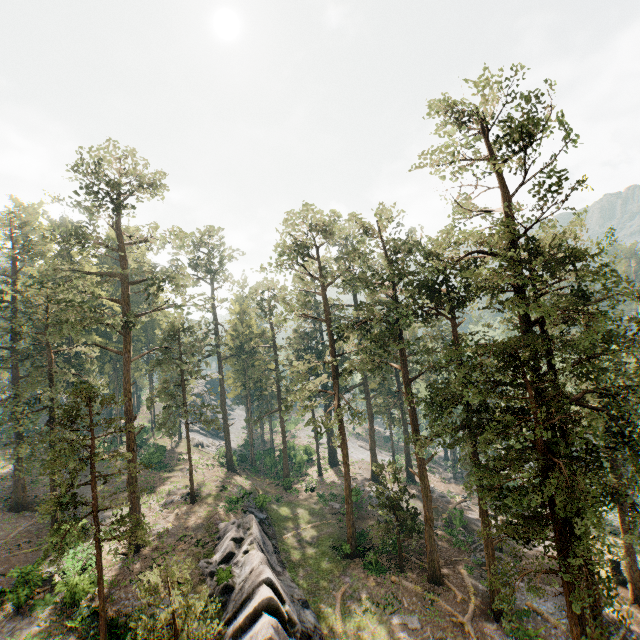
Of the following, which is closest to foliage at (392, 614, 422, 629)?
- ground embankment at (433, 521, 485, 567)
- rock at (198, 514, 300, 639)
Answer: ground embankment at (433, 521, 485, 567)

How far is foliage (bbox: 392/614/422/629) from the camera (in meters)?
21.59

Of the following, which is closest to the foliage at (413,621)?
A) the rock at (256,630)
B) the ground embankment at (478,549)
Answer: the ground embankment at (478,549)

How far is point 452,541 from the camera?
30.64m

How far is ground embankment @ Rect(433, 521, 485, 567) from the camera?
28.08m

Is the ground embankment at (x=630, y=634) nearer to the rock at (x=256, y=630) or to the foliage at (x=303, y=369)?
the foliage at (x=303, y=369)

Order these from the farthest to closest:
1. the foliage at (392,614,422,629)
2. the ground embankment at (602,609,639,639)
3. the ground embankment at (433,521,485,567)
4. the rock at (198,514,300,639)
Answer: the ground embankment at (433,521,485,567), the foliage at (392,614,422,629), the ground embankment at (602,609,639,639), the rock at (198,514,300,639)
